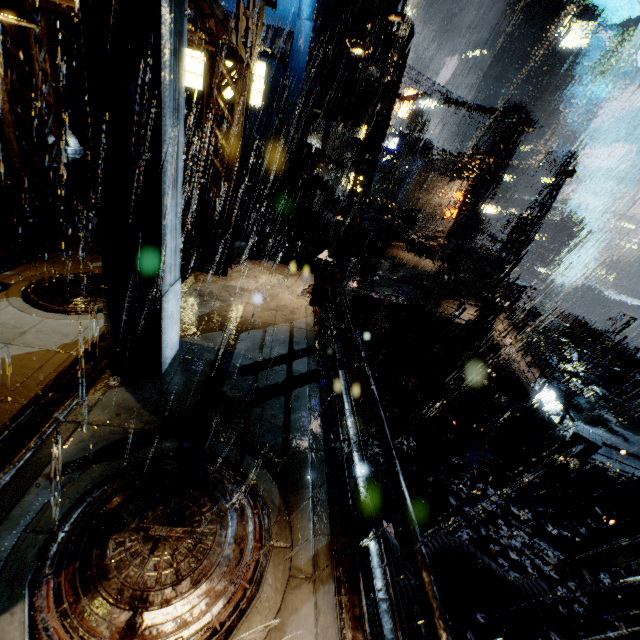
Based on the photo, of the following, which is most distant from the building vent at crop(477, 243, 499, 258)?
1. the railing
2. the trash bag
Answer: the railing

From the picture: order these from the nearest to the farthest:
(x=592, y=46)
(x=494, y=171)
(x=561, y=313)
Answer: (x=494, y=171) < (x=561, y=313) < (x=592, y=46)

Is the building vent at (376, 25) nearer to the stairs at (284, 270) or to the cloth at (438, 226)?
the stairs at (284, 270)

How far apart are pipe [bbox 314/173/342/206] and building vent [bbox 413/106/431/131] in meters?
48.3 m

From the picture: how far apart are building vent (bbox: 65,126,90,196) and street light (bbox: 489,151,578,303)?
16.72m

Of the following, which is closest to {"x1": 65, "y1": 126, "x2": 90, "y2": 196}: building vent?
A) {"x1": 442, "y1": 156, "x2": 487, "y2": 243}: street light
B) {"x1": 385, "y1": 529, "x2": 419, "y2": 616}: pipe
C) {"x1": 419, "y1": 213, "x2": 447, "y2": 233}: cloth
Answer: {"x1": 385, "y1": 529, "x2": 419, "y2": 616}: pipe

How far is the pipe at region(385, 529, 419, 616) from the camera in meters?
6.4

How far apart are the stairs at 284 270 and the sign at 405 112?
35.7 meters
